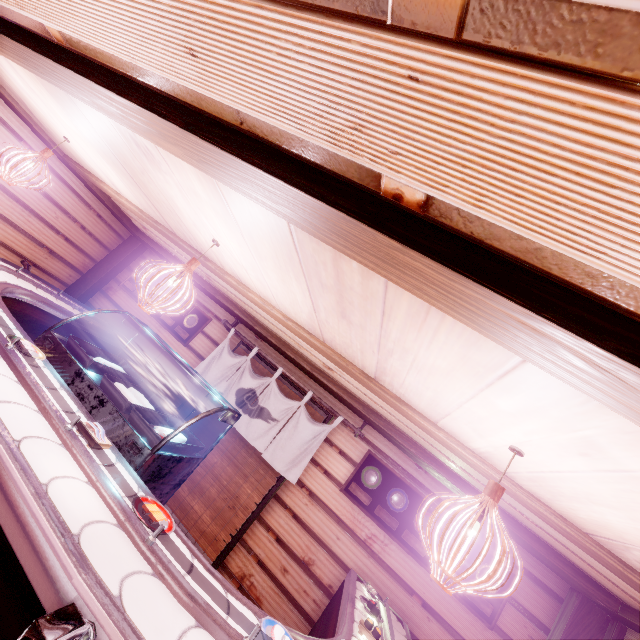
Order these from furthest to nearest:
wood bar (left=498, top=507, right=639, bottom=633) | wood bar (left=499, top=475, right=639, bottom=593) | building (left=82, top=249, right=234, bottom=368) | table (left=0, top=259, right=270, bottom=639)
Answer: building (left=82, top=249, right=234, bottom=368) < wood bar (left=498, top=507, right=639, bottom=633) < wood bar (left=499, top=475, right=639, bottom=593) < table (left=0, top=259, right=270, bottom=639)

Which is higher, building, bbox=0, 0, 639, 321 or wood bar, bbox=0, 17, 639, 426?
building, bbox=0, 0, 639, 321

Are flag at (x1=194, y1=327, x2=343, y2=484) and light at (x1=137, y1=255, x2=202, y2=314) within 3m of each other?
no

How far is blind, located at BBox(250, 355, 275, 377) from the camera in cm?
889

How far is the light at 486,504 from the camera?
2.3m

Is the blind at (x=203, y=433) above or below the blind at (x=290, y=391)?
below

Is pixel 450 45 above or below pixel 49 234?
above

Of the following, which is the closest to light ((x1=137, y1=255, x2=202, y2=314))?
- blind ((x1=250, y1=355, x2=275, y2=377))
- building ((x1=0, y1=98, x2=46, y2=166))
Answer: building ((x1=0, y1=98, x2=46, y2=166))
